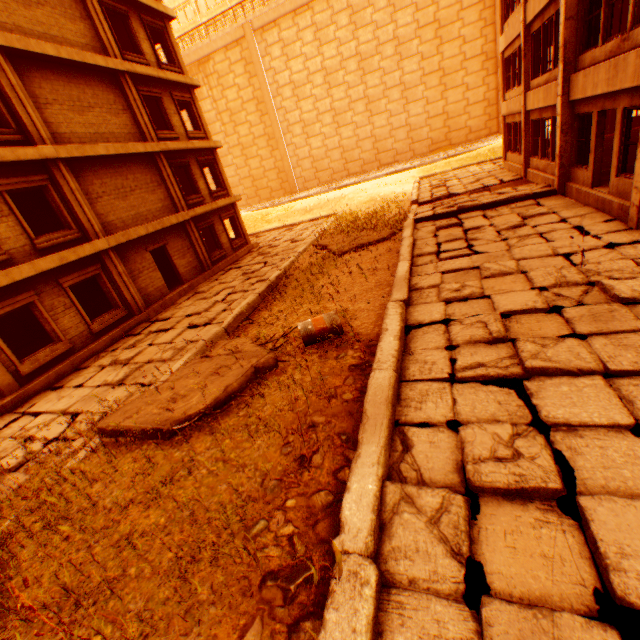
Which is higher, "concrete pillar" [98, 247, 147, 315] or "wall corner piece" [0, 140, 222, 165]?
"wall corner piece" [0, 140, 222, 165]

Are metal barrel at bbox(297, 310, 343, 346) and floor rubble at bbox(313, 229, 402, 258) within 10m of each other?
yes

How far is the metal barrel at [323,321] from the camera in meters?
6.6

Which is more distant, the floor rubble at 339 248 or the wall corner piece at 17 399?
the floor rubble at 339 248

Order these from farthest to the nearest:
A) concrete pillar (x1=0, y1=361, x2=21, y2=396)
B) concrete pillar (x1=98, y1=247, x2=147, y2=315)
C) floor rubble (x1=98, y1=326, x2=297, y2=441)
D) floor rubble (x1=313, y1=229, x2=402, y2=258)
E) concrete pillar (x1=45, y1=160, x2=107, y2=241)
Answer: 1. floor rubble (x1=313, y1=229, x2=402, y2=258)
2. concrete pillar (x1=98, y1=247, x2=147, y2=315)
3. concrete pillar (x1=45, y1=160, x2=107, y2=241)
4. concrete pillar (x1=0, y1=361, x2=21, y2=396)
5. floor rubble (x1=98, y1=326, x2=297, y2=441)

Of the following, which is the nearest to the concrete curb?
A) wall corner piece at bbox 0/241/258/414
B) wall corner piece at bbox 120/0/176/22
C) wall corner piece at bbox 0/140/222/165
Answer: wall corner piece at bbox 0/241/258/414

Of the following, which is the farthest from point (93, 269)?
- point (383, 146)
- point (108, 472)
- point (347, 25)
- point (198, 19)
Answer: point (198, 19)

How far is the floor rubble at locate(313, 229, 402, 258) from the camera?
13.4m
